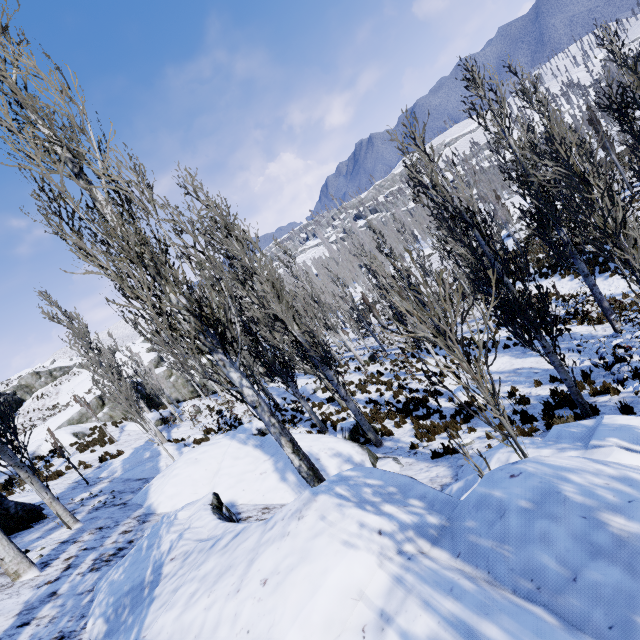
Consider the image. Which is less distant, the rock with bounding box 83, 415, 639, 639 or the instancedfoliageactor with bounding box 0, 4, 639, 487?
the rock with bounding box 83, 415, 639, 639

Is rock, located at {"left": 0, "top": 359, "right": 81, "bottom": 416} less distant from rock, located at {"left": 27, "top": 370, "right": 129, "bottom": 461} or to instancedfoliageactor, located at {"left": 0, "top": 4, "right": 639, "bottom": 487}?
rock, located at {"left": 27, "top": 370, "right": 129, "bottom": 461}

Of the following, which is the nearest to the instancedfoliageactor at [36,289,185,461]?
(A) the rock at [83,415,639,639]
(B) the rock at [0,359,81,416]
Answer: (A) the rock at [83,415,639,639]

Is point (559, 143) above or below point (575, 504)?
below

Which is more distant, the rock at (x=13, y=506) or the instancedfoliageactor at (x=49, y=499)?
the rock at (x=13, y=506)

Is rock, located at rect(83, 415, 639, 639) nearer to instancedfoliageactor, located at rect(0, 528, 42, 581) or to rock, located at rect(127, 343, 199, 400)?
instancedfoliageactor, located at rect(0, 528, 42, 581)

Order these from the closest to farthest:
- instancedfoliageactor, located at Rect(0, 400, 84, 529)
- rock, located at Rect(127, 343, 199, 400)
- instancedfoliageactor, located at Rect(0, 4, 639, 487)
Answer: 1. instancedfoliageactor, located at Rect(0, 4, 639, 487)
2. instancedfoliageactor, located at Rect(0, 400, 84, 529)
3. rock, located at Rect(127, 343, 199, 400)

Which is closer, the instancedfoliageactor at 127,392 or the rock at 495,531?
the rock at 495,531
